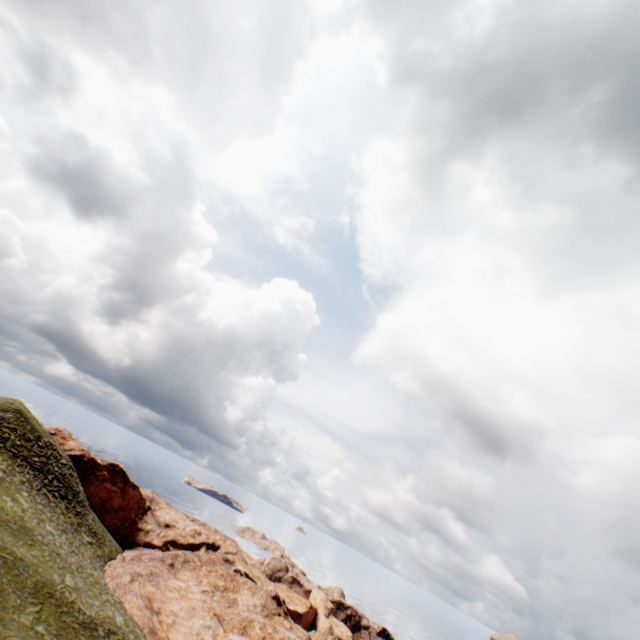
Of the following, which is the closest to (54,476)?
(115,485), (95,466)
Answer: (95,466)
